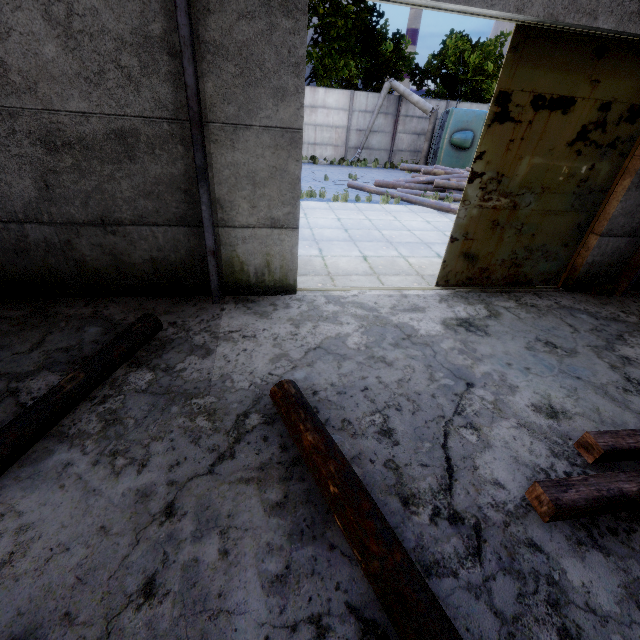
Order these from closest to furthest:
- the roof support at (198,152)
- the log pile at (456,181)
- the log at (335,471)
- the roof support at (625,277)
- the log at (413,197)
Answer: the log at (335,471) < the roof support at (198,152) < the roof support at (625,277) < the log at (413,197) < the log pile at (456,181)

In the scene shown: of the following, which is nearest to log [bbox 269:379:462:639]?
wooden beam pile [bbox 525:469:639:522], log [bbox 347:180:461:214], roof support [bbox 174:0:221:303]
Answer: wooden beam pile [bbox 525:469:639:522]

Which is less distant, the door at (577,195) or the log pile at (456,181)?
the door at (577,195)

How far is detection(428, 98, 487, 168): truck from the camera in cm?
1602

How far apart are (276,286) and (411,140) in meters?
19.1 m

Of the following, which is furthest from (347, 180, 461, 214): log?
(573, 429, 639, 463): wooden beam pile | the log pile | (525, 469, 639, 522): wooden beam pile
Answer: (525, 469, 639, 522): wooden beam pile

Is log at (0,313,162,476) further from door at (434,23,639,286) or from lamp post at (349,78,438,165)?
lamp post at (349,78,438,165)

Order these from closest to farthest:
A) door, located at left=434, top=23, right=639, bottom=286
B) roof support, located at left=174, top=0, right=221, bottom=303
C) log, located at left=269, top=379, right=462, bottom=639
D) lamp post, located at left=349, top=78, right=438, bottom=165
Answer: log, located at left=269, top=379, right=462, bottom=639 → roof support, located at left=174, top=0, right=221, bottom=303 → door, located at left=434, top=23, right=639, bottom=286 → lamp post, located at left=349, top=78, right=438, bottom=165
